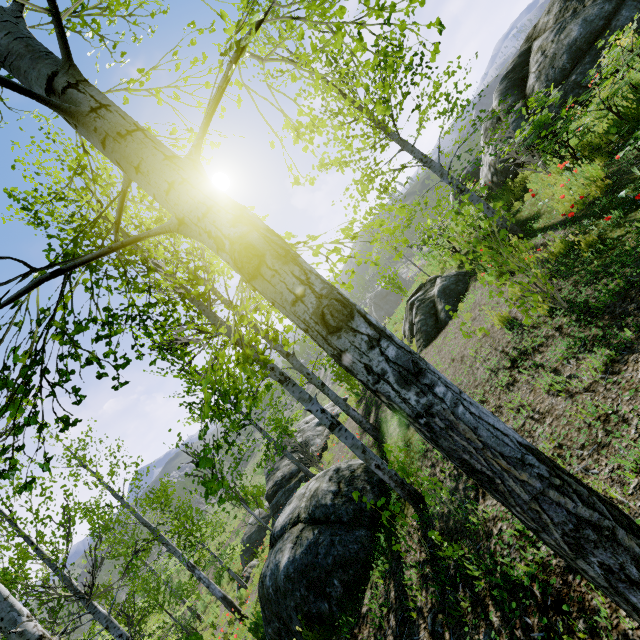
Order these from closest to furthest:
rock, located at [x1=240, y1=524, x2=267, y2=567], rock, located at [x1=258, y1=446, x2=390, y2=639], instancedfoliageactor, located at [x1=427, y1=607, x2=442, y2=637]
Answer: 1. instancedfoliageactor, located at [x1=427, y1=607, x2=442, y2=637]
2. rock, located at [x1=258, y1=446, x2=390, y2=639]
3. rock, located at [x1=240, y1=524, x2=267, y2=567]

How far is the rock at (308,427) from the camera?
16.7m

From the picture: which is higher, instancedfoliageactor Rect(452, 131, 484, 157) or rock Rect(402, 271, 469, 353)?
instancedfoliageactor Rect(452, 131, 484, 157)

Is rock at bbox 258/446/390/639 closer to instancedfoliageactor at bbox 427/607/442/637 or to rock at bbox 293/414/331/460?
instancedfoliageactor at bbox 427/607/442/637

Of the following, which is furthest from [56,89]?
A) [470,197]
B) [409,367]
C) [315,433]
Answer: [315,433]

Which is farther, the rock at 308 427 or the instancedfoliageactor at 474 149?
the rock at 308 427

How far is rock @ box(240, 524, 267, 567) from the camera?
20.4m
